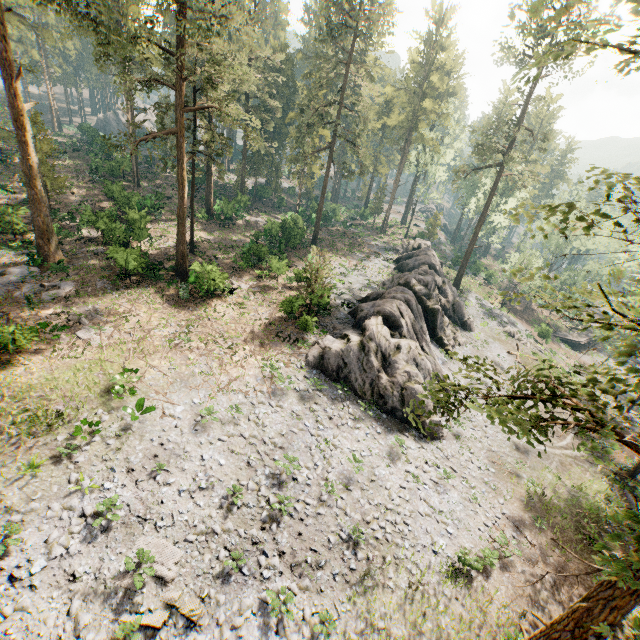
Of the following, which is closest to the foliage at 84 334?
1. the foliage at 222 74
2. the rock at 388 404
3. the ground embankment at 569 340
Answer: the foliage at 222 74

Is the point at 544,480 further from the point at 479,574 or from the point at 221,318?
the point at 221,318

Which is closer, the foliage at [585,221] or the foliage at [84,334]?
the foliage at [585,221]

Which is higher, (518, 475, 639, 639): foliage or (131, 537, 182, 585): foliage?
(518, 475, 639, 639): foliage

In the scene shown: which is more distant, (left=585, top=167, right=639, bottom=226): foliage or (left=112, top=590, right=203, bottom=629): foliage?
(left=112, top=590, right=203, bottom=629): foliage

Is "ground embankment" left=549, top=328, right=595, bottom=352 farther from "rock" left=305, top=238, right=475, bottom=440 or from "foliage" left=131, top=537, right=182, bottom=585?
"rock" left=305, top=238, right=475, bottom=440

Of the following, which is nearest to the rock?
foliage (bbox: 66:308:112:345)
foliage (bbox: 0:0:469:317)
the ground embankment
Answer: foliage (bbox: 0:0:469:317)
